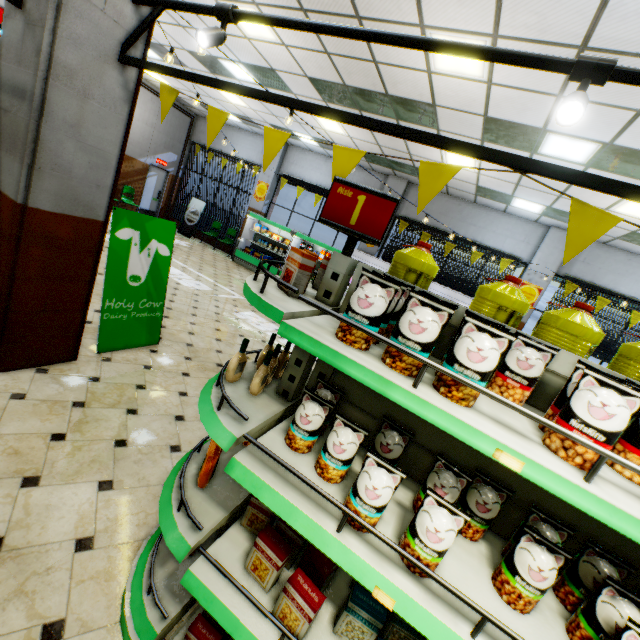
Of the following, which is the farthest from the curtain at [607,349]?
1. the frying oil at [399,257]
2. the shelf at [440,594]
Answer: the frying oil at [399,257]

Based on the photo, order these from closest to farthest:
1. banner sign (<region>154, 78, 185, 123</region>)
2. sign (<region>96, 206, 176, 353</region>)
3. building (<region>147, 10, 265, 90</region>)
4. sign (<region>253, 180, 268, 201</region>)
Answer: banner sign (<region>154, 78, 185, 123</region>)
sign (<region>96, 206, 176, 353</region>)
building (<region>147, 10, 265, 90</region>)
sign (<region>253, 180, 268, 201</region>)

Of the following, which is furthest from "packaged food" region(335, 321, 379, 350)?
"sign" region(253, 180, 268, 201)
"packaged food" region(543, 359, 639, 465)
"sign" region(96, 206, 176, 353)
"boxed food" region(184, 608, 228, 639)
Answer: "sign" region(253, 180, 268, 201)

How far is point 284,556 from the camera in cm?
136

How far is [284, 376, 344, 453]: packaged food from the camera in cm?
137

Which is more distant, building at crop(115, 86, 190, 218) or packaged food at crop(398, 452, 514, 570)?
building at crop(115, 86, 190, 218)

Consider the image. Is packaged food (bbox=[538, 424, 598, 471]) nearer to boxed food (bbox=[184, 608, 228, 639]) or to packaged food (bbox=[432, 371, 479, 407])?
packaged food (bbox=[432, 371, 479, 407])

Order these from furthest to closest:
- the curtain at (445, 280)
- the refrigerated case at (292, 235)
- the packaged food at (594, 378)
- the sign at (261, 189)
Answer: the sign at (261, 189)
the refrigerated case at (292, 235)
the curtain at (445, 280)
the packaged food at (594, 378)
